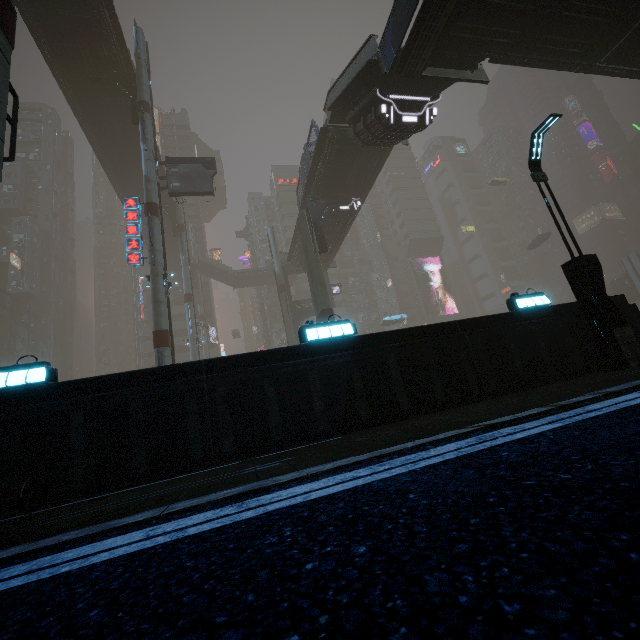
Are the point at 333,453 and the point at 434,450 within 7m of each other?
yes

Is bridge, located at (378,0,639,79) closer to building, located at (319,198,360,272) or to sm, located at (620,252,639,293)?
sm, located at (620,252,639,293)

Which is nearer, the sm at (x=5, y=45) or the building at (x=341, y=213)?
the sm at (x=5, y=45)

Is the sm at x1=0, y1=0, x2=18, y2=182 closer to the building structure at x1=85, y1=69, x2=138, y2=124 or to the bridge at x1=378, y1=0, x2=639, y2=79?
the building structure at x1=85, y1=69, x2=138, y2=124

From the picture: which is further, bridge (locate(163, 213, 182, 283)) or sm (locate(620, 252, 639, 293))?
sm (locate(620, 252, 639, 293))

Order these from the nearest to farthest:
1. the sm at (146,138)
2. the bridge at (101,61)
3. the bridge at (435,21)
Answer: the bridge at (435,21) → the sm at (146,138) → the bridge at (101,61)

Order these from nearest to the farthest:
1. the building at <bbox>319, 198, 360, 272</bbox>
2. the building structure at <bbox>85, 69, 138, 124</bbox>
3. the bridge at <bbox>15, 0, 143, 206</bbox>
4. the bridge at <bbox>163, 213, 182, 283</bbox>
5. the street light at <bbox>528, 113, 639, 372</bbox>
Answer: the street light at <bbox>528, 113, 639, 372</bbox>, the bridge at <bbox>15, 0, 143, 206</bbox>, the building structure at <bbox>85, 69, 138, 124</bbox>, the building at <bbox>319, 198, 360, 272</bbox>, the bridge at <bbox>163, 213, 182, 283</bbox>

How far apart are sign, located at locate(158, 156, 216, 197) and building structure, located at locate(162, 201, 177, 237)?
14.76m
